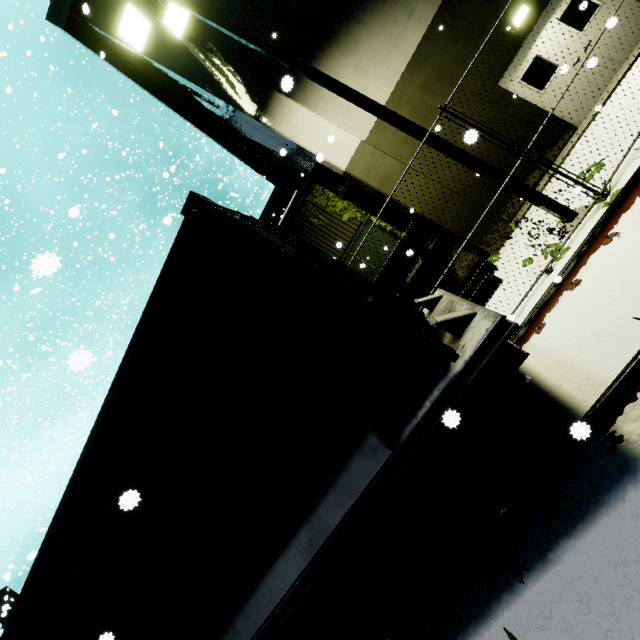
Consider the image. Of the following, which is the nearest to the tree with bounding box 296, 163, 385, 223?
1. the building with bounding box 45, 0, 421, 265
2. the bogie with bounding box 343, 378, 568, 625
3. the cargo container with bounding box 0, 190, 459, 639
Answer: the building with bounding box 45, 0, 421, 265

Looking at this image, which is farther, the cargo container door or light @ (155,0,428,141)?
light @ (155,0,428,141)

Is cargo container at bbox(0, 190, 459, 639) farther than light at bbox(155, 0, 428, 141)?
No

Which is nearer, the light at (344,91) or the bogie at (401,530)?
the bogie at (401,530)

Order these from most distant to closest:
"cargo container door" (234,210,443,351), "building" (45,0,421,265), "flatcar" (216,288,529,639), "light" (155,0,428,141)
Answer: "building" (45,0,421,265)
"light" (155,0,428,141)
"cargo container door" (234,210,443,351)
"flatcar" (216,288,529,639)

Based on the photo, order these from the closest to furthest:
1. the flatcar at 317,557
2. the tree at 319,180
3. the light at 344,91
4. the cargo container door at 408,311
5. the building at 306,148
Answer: the flatcar at 317,557
the cargo container door at 408,311
the light at 344,91
the building at 306,148
the tree at 319,180

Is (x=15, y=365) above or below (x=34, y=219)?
below

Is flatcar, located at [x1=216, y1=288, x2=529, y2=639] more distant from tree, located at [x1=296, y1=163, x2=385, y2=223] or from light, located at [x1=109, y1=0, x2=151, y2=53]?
tree, located at [x1=296, y1=163, x2=385, y2=223]
